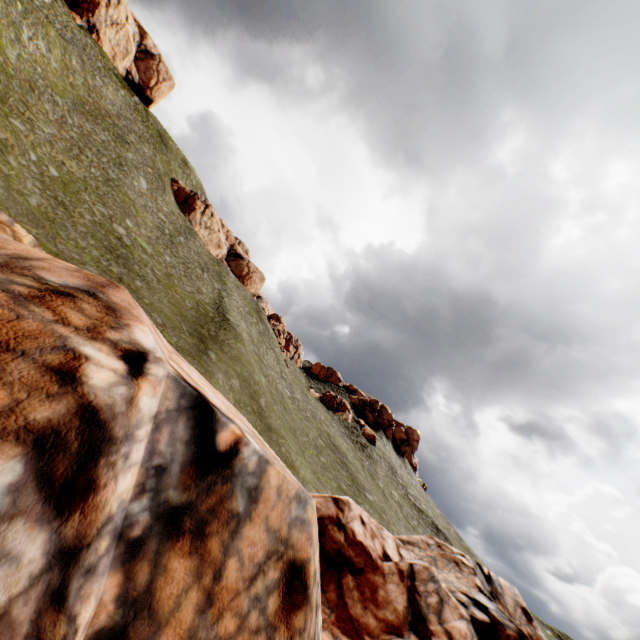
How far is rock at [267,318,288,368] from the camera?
54.5 meters

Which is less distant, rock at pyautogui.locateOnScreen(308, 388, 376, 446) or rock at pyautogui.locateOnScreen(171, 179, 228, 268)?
rock at pyautogui.locateOnScreen(308, 388, 376, 446)

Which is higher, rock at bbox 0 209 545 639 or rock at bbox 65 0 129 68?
rock at bbox 65 0 129 68

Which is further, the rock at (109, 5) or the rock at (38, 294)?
the rock at (109, 5)

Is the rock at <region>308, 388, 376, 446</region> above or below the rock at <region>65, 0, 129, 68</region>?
below

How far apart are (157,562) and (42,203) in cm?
2524

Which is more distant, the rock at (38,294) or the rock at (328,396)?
the rock at (328,396)
